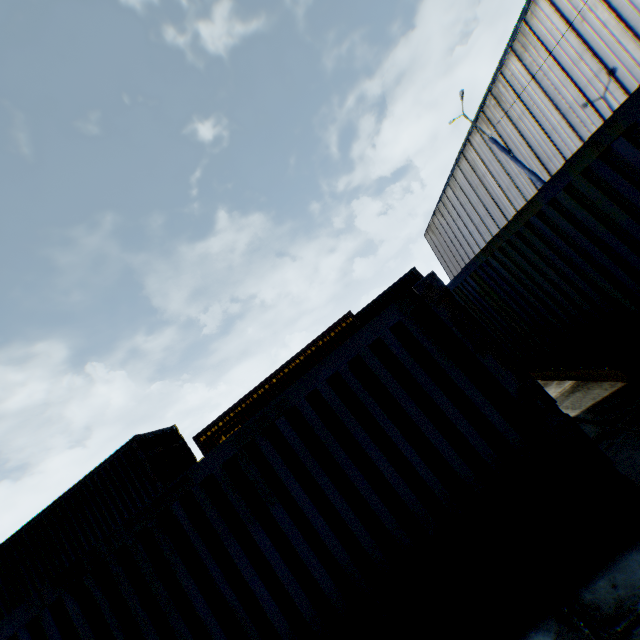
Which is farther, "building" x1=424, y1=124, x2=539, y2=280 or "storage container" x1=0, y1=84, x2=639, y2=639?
"building" x1=424, y1=124, x2=539, y2=280

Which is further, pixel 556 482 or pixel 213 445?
pixel 213 445

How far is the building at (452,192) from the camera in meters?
23.0

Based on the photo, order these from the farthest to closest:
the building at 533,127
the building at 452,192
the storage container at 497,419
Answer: the building at 452,192, the building at 533,127, the storage container at 497,419

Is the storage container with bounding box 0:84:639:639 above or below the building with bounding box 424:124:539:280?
below

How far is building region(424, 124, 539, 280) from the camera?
23.02m
